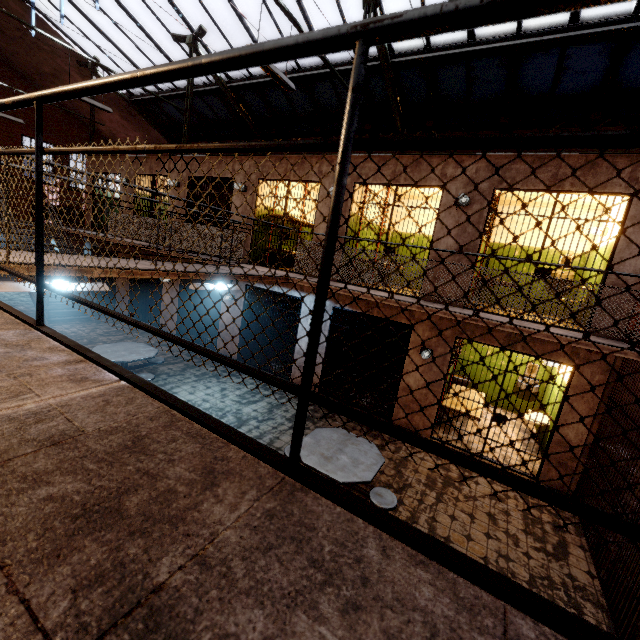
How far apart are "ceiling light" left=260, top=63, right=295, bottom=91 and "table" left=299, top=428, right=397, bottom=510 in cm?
590

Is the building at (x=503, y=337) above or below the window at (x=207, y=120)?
below

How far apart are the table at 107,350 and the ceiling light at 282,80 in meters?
5.9

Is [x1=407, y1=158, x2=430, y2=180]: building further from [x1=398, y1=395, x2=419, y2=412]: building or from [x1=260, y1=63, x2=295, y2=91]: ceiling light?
[x1=260, y1=63, x2=295, y2=91]: ceiling light

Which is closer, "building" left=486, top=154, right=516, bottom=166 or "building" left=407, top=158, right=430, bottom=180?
"building" left=486, top=154, right=516, bottom=166

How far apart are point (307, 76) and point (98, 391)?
11.6 meters

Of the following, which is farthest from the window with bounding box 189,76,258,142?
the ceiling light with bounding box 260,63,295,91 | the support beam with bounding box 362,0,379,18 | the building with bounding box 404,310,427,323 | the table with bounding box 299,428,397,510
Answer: the table with bounding box 299,428,397,510

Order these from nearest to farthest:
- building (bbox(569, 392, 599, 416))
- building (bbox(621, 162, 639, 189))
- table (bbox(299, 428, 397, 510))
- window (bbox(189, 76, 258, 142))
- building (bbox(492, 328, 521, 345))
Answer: table (bbox(299, 428, 397, 510)) < building (bbox(621, 162, 639, 189)) < building (bbox(569, 392, 599, 416)) < building (bbox(492, 328, 521, 345)) < window (bbox(189, 76, 258, 142))
